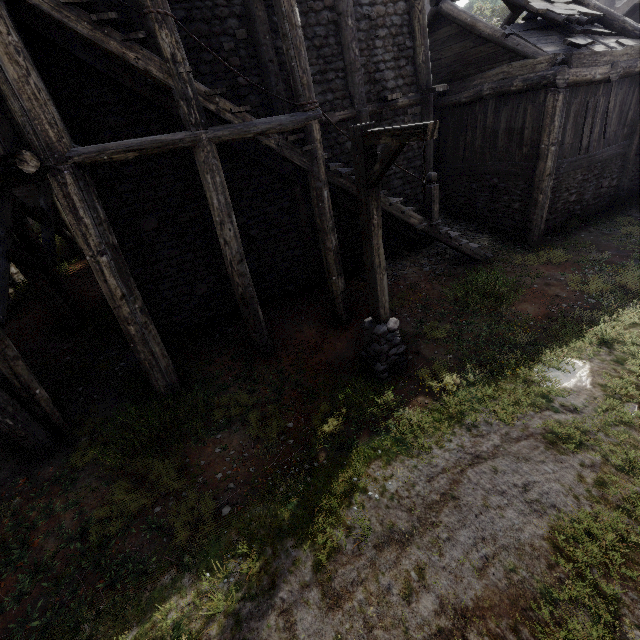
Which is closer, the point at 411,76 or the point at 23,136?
the point at 23,136

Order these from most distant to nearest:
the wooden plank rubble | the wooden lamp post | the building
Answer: the wooden plank rubble, the building, the wooden lamp post

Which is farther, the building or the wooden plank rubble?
the wooden plank rubble

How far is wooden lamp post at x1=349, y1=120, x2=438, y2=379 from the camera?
4.3m

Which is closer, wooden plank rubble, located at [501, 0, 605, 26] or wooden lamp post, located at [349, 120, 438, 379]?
wooden lamp post, located at [349, 120, 438, 379]

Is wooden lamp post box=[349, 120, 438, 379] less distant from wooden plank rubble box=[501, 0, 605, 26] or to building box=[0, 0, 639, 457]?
building box=[0, 0, 639, 457]

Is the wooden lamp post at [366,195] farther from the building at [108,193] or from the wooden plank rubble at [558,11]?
the wooden plank rubble at [558,11]

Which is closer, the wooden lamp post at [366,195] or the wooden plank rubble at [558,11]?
the wooden lamp post at [366,195]
